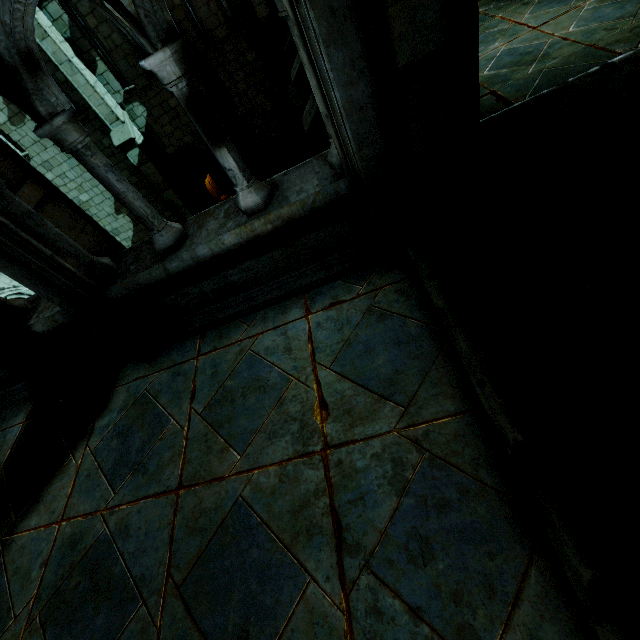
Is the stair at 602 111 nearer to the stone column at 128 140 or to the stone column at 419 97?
the stone column at 419 97

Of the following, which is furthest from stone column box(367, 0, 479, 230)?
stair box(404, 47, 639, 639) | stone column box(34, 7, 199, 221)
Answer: stone column box(34, 7, 199, 221)

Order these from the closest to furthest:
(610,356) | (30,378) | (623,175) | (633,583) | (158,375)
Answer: (633,583), (610,356), (623,175), (158,375), (30,378)

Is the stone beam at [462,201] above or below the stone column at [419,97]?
below

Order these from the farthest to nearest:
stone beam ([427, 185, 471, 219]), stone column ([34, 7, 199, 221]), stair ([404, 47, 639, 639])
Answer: stone column ([34, 7, 199, 221]), stone beam ([427, 185, 471, 219]), stair ([404, 47, 639, 639])

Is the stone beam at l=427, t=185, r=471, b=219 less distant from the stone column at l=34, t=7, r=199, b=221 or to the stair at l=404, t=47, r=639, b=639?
the stair at l=404, t=47, r=639, b=639

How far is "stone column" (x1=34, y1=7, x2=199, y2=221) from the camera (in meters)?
9.75

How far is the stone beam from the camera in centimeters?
280cm
